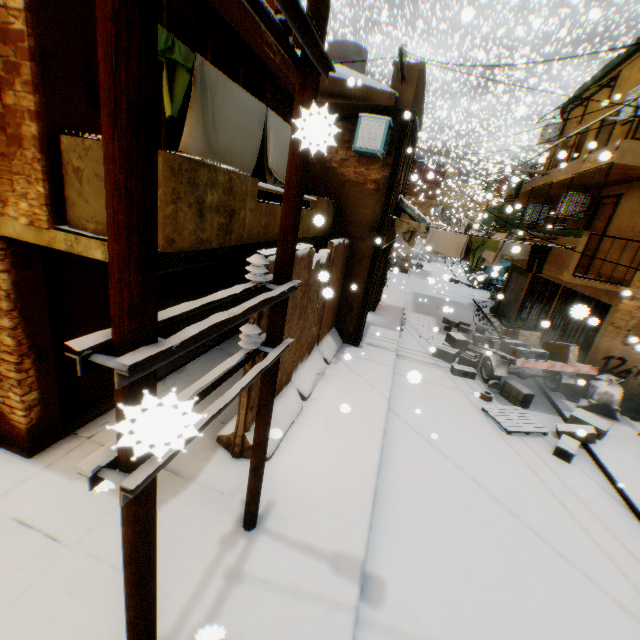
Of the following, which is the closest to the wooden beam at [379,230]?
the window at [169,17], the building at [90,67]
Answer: the building at [90,67]

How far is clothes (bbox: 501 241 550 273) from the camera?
8.9m

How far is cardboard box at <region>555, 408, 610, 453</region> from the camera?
7.27m

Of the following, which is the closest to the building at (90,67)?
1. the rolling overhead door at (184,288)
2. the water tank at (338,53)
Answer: the rolling overhead door at (184,288)

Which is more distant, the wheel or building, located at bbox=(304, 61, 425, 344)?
the wheel

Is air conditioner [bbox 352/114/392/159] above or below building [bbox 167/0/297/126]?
below

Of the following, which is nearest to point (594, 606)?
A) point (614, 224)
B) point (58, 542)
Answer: point (58, 542)

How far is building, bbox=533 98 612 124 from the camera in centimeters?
1286cm
